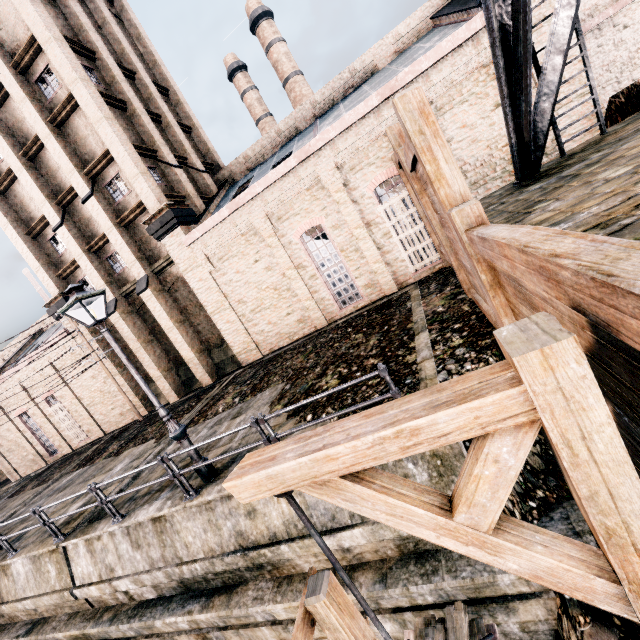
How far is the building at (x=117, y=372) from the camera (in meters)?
22.84

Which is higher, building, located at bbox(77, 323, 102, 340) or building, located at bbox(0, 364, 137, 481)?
building, located at bbox(77, 323, 102, 340)

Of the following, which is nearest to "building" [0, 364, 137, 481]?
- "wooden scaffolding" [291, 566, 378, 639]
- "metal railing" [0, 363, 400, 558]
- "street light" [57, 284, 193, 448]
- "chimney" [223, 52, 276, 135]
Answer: "street light" [57, 284, 193, 448]

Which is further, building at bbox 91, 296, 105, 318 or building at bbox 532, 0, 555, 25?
building at bbox 91, 296, 105, 318

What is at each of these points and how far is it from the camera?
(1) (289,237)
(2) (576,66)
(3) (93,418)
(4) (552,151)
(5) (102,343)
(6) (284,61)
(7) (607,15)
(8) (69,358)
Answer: (1) building, 16.9 meters
(2) building, 12.1 meters
(3) building, 25.2 meters
(4) building, 13.2 meters
(5) building, 22.8 meters
(6) chimney, 36.5 meters
(7) building, 18.3 meters
(8) building, 23.8 meters

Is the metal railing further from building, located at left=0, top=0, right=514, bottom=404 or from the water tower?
building, located at left=0, top=0, right=514, bottom=404

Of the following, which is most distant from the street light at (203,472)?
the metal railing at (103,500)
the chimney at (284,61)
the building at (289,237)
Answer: the chimney at (284,61)

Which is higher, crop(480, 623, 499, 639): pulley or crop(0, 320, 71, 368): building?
crop(0, 320, 71, 368): building
